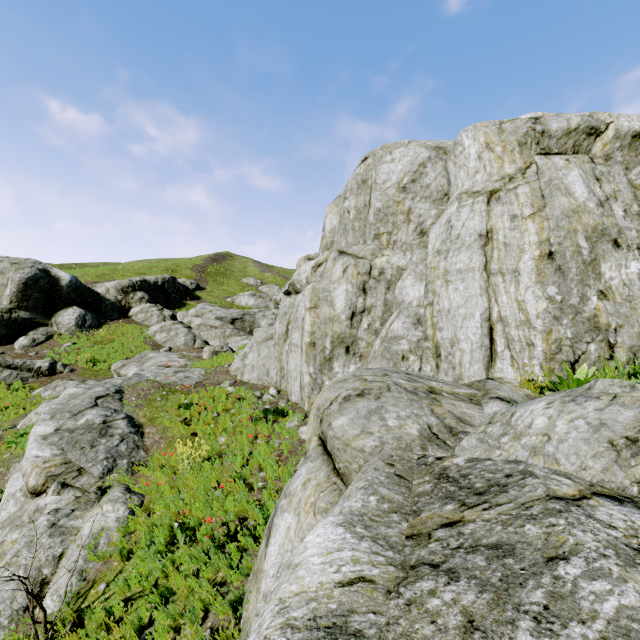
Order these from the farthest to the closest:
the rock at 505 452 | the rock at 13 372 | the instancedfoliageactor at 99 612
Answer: the rock at 13 372
the instancedfoliageactor at 99 612
the rock at 505 452

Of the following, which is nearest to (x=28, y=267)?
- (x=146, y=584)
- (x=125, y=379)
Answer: (x=125, y=379)

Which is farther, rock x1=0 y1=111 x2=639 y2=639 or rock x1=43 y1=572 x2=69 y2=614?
rock x1=43 y1=572 x2=69 y2=614

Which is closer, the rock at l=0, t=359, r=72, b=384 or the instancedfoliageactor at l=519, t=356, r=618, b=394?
the instancedfoliageactor at l=519, t=356, r=618, b=394

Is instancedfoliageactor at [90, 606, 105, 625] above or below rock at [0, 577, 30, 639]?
above

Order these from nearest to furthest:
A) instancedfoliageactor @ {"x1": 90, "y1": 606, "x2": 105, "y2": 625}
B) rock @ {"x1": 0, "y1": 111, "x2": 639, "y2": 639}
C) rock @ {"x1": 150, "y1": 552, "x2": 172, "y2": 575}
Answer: rock @ {"x1": 0, "y1": 111, "x2": 639, "y2": 639}, instancedfoliageactor @ {"x1": 90, "y1": 606, "x2": 105, "y2": 625}, rock @ {"x1": 150, "y1": 552, "x2": 172, "y2": 575}

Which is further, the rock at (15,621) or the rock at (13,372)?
the rock at (13,372)

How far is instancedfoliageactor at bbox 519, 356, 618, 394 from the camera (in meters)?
4.46
